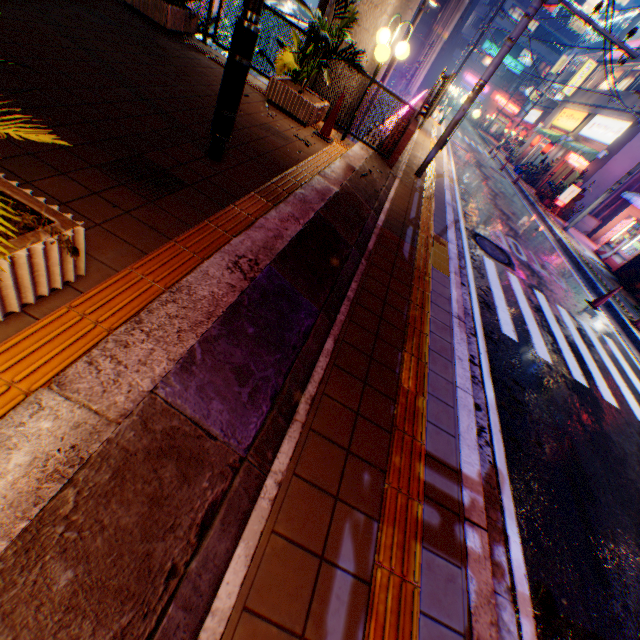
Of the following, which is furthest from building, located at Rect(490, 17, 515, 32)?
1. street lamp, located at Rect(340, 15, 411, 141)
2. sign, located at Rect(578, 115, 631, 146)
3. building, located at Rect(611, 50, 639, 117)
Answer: street lamp, located at Rect(340, 15, 411, 141)

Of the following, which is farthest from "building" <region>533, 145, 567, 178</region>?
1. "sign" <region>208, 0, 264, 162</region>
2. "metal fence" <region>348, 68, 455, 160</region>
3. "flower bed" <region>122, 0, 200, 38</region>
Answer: "flower bed" <region>122, 0, 200, 38</region>

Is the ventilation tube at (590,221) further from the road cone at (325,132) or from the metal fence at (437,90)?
the road cone at (325,132)

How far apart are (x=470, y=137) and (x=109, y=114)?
38.8m

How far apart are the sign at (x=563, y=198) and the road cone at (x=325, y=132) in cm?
1776

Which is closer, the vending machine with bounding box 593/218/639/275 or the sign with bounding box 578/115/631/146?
the vending machine with bounding box 593/218/639/275

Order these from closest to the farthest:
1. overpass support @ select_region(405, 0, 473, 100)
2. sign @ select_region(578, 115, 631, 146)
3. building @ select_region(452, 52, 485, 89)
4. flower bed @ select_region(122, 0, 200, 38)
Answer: flower bed @ select_region(122, 0, 200, 38) → sign @ select_region(578, 115, 631, 146) → overpass support @ select_region(405, 0, 473, 100) → building @ select_region(452, 52, 485, 89)

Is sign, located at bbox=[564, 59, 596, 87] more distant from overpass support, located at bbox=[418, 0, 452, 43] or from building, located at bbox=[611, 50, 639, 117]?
overpass support, located at bbox=[418, 0, 452, 43]
